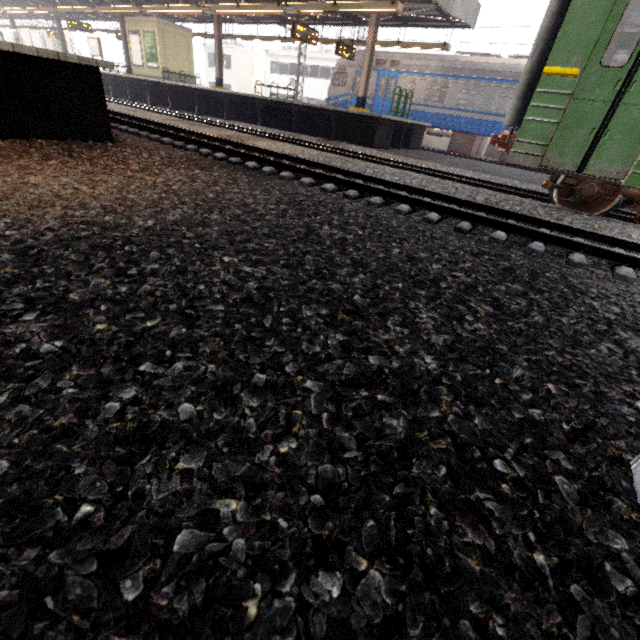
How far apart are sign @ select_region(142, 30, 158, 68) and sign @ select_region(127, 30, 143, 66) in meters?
0.3 m

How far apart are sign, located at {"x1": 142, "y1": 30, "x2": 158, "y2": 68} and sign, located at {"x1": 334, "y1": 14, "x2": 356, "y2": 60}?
11.8 meters

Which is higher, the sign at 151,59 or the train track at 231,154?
the sign at 151,59

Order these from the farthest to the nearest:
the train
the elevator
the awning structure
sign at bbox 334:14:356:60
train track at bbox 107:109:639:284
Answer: the elevator, the train, sign at bbox 334:14:356:60, the awning structure, train track at bbox 107:109:639:284

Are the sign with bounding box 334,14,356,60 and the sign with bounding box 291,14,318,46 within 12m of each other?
yes

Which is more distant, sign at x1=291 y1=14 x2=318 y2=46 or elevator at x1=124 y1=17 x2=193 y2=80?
elevator at x1=124 y1=17 x2=193 y2=80

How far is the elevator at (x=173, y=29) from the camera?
19.1m

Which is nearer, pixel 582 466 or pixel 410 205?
pixel 582 466
